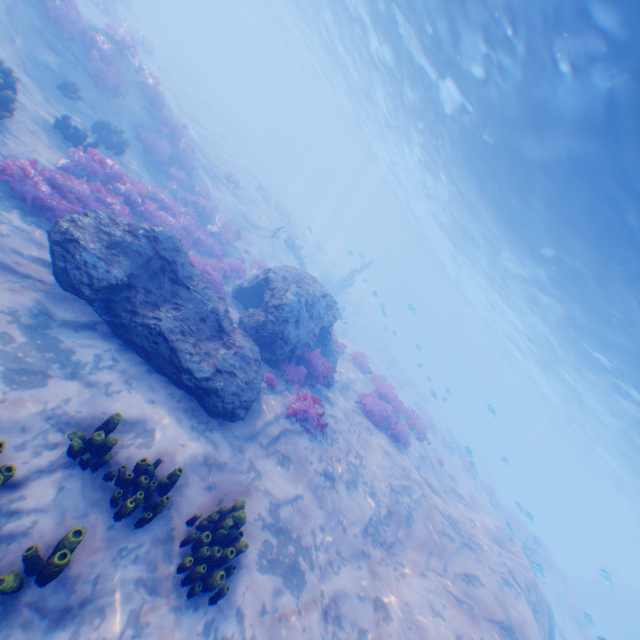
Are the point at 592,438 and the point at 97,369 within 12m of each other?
no

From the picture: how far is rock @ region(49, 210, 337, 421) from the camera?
5.7 meters

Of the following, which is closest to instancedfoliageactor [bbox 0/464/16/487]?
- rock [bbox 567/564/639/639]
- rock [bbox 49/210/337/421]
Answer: rock [bbox 49/210/337/421]

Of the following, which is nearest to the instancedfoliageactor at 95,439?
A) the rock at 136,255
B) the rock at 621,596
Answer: the rock at 136,255

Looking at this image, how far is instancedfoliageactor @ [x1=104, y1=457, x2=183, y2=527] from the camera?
4.3 meters

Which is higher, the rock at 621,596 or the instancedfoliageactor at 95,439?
the rock at 621,596
